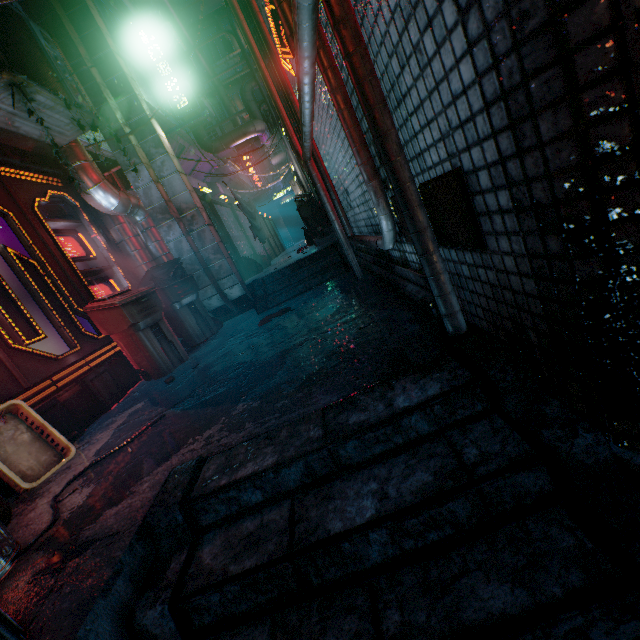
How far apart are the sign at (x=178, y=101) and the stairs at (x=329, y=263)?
3.02m

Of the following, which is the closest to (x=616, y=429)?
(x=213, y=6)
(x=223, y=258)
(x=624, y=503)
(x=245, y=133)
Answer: (x=624, y=503)

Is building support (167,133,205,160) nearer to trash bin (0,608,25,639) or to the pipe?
the pipe

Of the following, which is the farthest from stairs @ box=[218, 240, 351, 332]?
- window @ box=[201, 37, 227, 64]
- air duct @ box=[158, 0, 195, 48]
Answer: Answer: window @ box=[201, 37, 227, 64]

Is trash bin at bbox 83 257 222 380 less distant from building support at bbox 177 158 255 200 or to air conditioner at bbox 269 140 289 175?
building support at bbox 177 158 255 200

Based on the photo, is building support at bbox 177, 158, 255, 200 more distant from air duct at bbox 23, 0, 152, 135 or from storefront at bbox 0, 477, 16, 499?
storefront at bbox 0, 477, 16, 499

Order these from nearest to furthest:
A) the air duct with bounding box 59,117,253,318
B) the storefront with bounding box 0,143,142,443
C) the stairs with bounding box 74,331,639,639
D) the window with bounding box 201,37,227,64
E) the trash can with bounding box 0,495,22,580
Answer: the stairs with bounding box 74,331,639,639 < the trash can with bounding box 0,495,22,580 < the storefront with bounding box 0,143,142,443 < the air duct with bounding box 59,117,253,318 < the window with bounding box 201,37,227,64

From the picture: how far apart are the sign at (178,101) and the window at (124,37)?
0.46m
